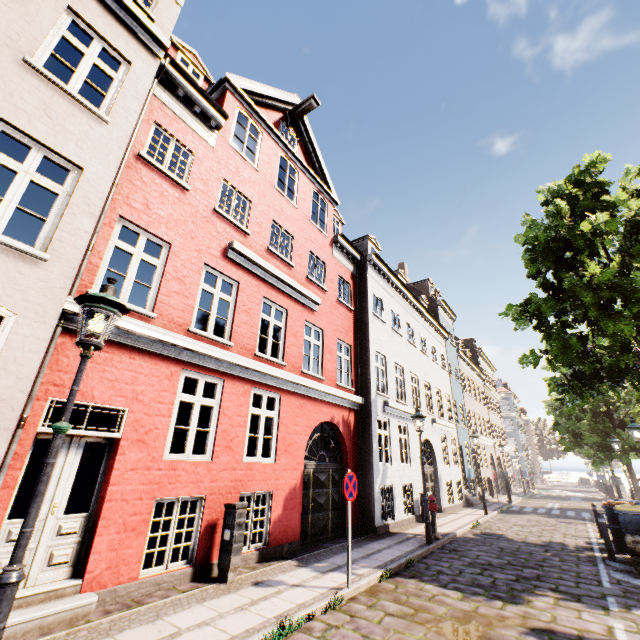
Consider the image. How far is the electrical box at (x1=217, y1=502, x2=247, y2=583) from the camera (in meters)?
6.05

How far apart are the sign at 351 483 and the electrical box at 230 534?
2.03m

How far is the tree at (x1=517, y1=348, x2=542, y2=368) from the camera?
11.8 meters

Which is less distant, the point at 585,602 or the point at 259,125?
the point at 585,602

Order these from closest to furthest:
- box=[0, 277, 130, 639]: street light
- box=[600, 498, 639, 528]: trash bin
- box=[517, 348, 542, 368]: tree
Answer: box=[0, 277, 130, 639]: street light
box=[600, 498, 639, 528]: trash bin
box=[517, 348, 542, 368]: tree

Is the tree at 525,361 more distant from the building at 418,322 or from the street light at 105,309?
the street light at 105,309

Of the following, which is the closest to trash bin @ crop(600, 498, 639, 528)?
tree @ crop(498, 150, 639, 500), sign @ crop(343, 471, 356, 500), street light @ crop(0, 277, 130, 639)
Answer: tree @ crop(498, 150, 639, 500)

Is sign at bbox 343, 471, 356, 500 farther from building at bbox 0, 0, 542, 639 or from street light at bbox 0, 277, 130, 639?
building at bbox 0, 0, 542, 639
